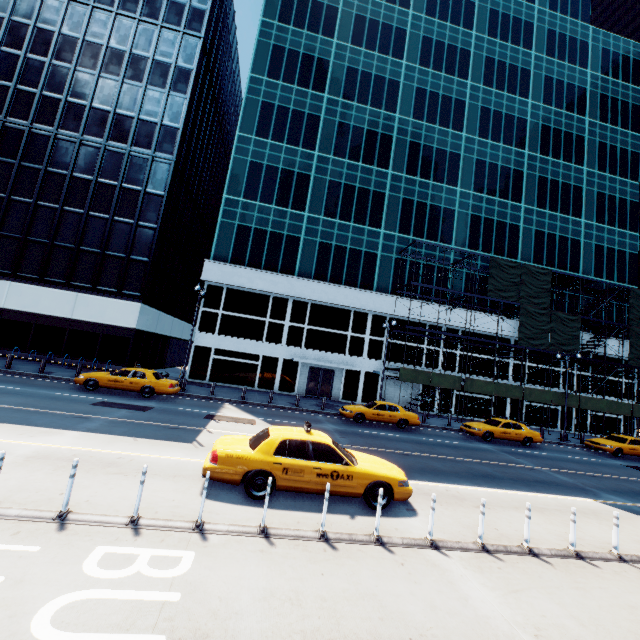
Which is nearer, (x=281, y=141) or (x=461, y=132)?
(x=281, y=141)

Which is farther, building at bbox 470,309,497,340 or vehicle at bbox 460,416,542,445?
building at bbox 470,309,497,340

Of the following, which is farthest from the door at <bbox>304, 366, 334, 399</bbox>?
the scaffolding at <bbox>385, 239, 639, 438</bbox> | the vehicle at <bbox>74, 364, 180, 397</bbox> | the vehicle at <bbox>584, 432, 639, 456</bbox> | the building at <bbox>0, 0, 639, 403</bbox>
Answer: the vehicle at <bbox>584, 432, 639, 456</bbox>

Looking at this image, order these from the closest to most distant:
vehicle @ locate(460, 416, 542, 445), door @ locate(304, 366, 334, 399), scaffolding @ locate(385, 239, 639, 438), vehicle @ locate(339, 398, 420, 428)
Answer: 1. vehicle @ locate(339, 398, 420, 428)
2. vehicle @ locate(460, 416, 542, 445)
3. scaffolding @ locate(385, 239, 639, 438)
4. door @ locate(304, 366, 334, 399)

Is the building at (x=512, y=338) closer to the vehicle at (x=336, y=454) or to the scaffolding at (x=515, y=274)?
the scaffolding at (x=515, y=274)

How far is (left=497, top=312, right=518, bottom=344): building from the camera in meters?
33.8 m

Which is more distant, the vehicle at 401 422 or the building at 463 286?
the building at 463 286
